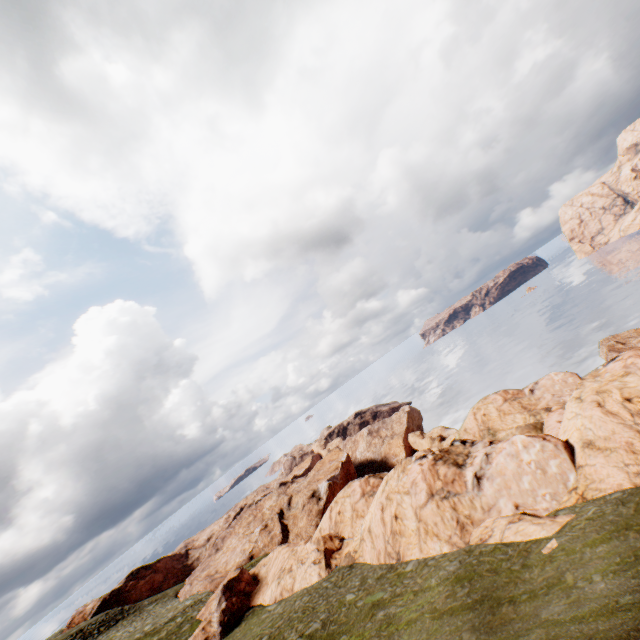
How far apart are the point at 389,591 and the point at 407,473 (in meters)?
9.09
